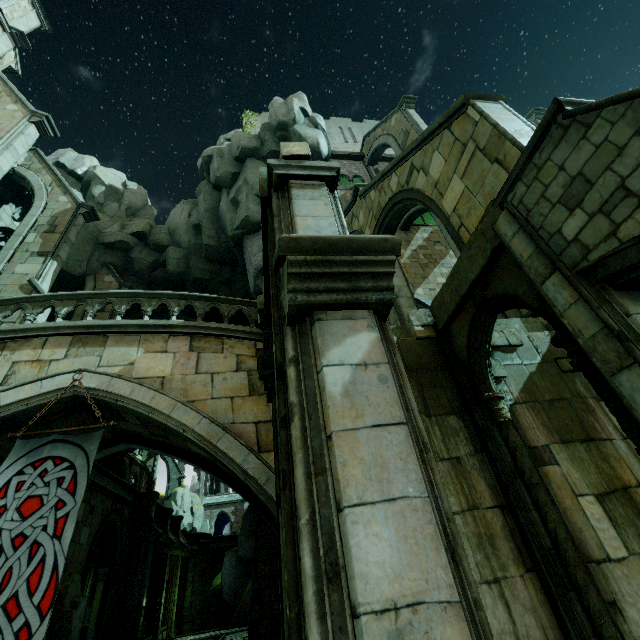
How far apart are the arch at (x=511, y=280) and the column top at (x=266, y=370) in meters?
3.8

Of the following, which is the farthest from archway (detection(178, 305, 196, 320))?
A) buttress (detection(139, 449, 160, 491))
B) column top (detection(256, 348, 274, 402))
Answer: buttress (detection(139, 449, 160, 491))

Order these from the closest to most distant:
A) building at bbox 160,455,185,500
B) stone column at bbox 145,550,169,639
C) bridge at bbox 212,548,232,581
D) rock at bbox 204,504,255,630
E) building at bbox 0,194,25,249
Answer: rock at bbox 204,504,255,630
building at bbox 0,194,25,249
stone column at bbox 145,550,169,639
bridge at bbox 212,548,232,581
building at bbox 160,455,185,500

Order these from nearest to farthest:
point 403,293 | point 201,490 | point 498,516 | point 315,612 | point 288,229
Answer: point 315,612 < point 288,229 < point 498,516 < point 403,293 < point 201,490

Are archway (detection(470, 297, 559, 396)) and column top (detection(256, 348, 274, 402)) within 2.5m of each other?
no

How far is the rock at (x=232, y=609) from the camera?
17.3m

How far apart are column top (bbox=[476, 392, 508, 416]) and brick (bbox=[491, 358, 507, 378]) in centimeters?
66cm

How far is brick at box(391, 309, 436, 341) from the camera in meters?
7.8 m
